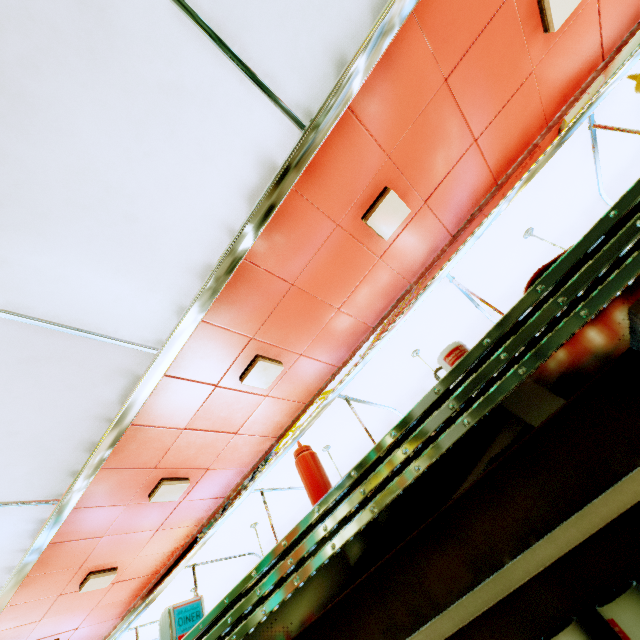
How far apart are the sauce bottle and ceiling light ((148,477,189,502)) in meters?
3.6

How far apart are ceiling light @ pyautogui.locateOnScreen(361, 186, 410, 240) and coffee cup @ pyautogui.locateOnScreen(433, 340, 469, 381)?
2.2 meters

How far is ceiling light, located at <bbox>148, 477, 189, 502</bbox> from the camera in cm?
376

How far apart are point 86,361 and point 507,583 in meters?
2.8 m

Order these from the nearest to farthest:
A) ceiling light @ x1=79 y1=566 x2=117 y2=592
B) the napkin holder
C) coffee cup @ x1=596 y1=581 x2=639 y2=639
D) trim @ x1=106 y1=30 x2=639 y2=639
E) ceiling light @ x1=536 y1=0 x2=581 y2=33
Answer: coffee cup @ x1=596 y1=581 x2=639 y2=639, the napkin holder, ceiling light @ x1=536 y1=0 x2=581 y2=33, trim @ x1=106 y1=30 x2=639 y2=639, ceiling light @ x1=79 y1=566 x2=117 y2=592

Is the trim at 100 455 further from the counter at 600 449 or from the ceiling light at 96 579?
the counter at 600 449

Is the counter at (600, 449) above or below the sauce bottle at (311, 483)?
below

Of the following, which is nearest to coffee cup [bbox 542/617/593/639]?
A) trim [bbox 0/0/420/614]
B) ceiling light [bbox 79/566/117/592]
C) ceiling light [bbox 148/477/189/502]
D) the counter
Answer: the counter
